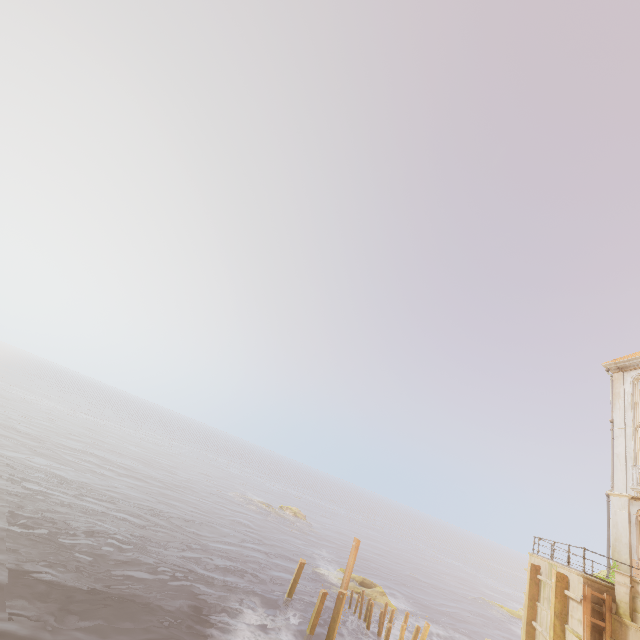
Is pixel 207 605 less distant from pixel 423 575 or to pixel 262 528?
pixel 262 528

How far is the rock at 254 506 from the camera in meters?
45.2

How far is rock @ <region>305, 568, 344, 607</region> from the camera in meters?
25.9

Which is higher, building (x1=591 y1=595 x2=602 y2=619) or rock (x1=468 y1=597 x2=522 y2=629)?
building (x1=591 y1=595 x2=602 y2=619)

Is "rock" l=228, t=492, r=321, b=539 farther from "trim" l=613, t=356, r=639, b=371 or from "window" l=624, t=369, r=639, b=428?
"trim" l=613, t=356, r=639, b=371

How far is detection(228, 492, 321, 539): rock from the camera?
45.22m

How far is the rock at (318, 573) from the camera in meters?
25.9 m
